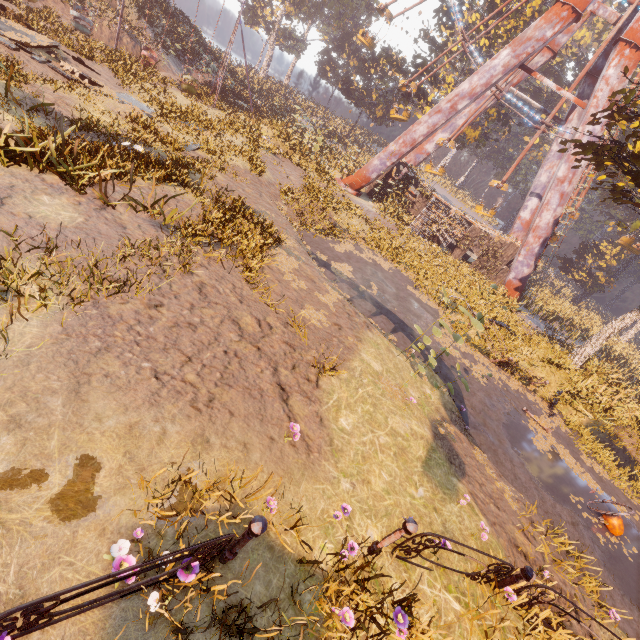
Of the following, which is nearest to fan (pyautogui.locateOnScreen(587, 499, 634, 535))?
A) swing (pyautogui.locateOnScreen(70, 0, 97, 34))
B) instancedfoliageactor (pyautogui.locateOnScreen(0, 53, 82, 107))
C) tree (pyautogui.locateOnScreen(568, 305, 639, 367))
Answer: tree (pyautogui.locateOnScreen(568, 305, 639, 367))

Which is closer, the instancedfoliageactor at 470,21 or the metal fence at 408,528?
the metal fence at 408,528

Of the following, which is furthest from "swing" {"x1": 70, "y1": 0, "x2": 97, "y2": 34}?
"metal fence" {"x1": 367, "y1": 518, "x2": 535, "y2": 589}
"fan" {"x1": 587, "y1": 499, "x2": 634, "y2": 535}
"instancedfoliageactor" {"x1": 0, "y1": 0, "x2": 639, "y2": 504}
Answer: "fan" {"x1": 587, "y1": 499, "x2": 634, "y2": 535}

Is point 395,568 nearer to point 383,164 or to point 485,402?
point 485,402

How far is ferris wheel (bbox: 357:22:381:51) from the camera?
25.5m

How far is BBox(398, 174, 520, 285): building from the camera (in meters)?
25.42

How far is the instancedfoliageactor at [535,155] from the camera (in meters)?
48.78

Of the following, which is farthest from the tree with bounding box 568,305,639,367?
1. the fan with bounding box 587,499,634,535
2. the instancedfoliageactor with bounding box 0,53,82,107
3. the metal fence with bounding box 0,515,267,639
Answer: the instancedfoliageactor with bounding box 0,53,82,107
